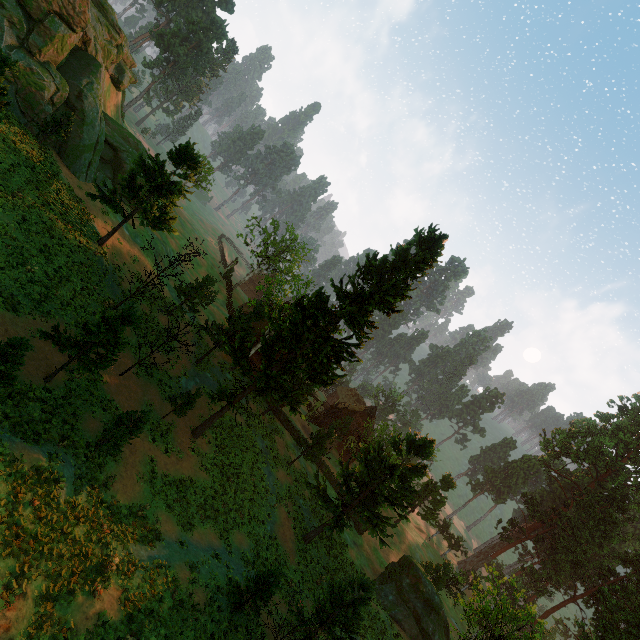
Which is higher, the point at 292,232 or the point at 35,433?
the point at 292,232

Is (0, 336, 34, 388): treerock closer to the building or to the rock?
the building

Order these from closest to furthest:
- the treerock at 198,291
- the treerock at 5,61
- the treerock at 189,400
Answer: the treerock at 5,61 → the treerock at 189,400 → the treerock at 198,291

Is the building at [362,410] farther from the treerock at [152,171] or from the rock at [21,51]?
the rock at [21,51]

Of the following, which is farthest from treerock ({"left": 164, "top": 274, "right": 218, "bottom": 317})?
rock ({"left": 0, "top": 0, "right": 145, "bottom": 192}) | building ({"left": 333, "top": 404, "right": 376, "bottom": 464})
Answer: rock ({"left": 0, "top": 0, "right": 145, "bottom": 192})

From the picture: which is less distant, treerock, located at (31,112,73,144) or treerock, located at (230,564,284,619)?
treerock, located at (230,564,284,619)
